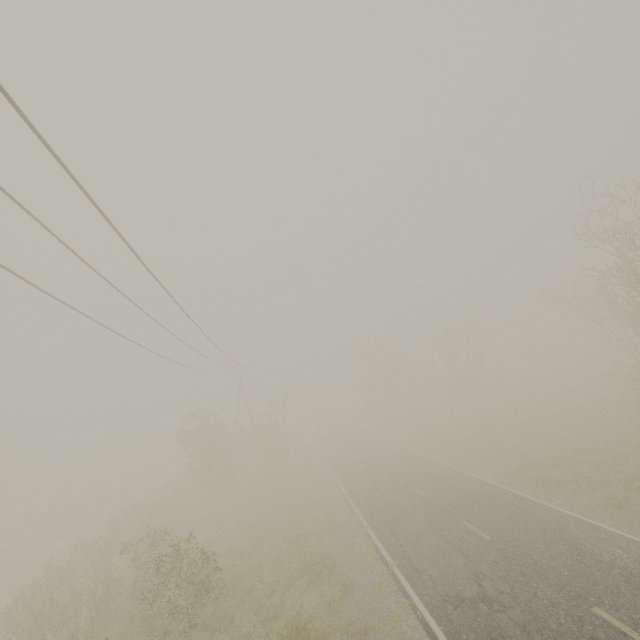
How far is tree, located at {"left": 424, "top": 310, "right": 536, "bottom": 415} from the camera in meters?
39.2 m

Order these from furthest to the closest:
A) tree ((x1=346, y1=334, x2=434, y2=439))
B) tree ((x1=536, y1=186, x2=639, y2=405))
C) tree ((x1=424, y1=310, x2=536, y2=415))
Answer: tree ((x1=346, y1=334, x2=434, y2=439)) < tree ((x1=424, y1=310, x2=536, y2=415)) < tree ((x1=536, y1=186, x2=639, y2=405))

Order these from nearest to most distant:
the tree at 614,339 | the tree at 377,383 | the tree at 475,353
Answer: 1. the tree at 614,339
2. the tree at 475,353
3. the tree at 377,383

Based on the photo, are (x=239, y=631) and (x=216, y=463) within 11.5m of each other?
no

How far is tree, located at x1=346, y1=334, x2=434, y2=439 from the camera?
50.2 meters

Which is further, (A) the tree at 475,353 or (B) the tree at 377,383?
(B) the tree at 377,383

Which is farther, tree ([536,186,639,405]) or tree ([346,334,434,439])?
tree ([346,334,434,439])
